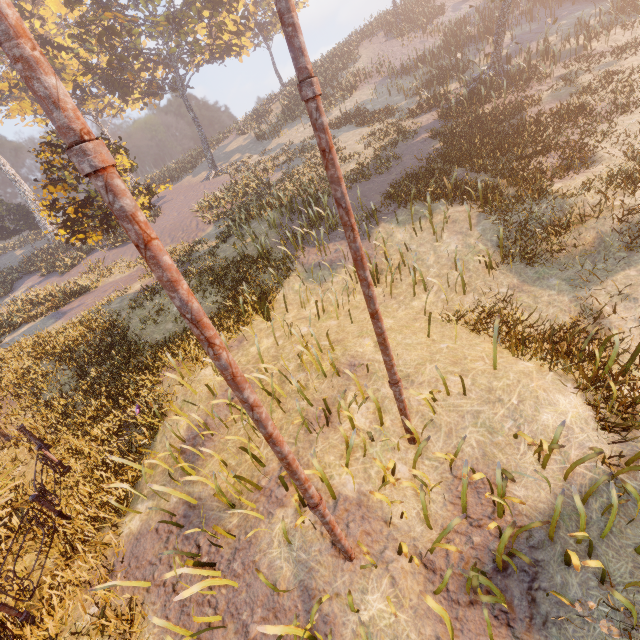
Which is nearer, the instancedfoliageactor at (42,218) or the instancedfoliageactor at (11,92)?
the instancedfoliageactor at (42,218)

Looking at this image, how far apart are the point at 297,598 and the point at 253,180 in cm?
2316

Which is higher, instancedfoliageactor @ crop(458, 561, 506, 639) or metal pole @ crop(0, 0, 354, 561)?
metal pole @ crop(0, 0, 354, 561)

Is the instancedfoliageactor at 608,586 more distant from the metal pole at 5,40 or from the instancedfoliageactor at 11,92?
the instancedfoliageactor at 11,92

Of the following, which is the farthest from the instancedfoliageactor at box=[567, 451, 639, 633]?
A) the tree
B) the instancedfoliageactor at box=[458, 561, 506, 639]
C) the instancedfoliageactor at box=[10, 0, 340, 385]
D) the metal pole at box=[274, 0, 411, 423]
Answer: the tree

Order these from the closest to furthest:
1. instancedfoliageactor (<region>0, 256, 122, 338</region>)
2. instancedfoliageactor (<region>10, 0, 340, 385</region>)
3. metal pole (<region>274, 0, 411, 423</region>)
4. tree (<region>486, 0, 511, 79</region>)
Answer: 1. metal pole (<region>274, 0, 411, 423</region>)
2. instancedfoliageactor (<region>10, 0, 340, 385</region>)
3. tree (<region>486, 0, 511, 79</region>)
4. instancedfoliageactor (<region>0, 256, 122, 338</region>)

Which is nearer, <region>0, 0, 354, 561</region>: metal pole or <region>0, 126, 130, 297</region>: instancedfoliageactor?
<region>0, 0, 354, 561</region>: metal pole

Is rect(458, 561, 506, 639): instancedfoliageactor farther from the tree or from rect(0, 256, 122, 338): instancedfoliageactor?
A: the tree
